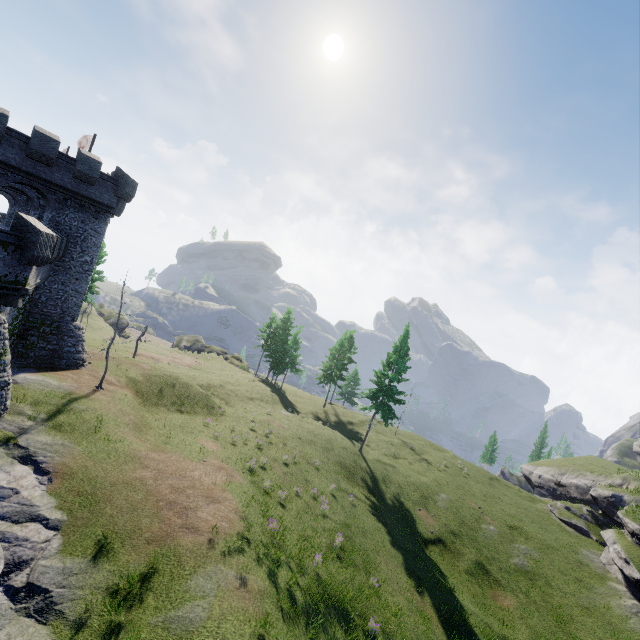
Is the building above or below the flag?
below

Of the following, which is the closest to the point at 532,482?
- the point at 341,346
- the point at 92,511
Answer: the point at 341,346

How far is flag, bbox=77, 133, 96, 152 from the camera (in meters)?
30.91

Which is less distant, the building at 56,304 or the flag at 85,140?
the building at 56,304

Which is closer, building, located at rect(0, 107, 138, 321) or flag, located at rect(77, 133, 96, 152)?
building, located at rect(0, 107, 138, 321)

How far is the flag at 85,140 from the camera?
30.9 meters
